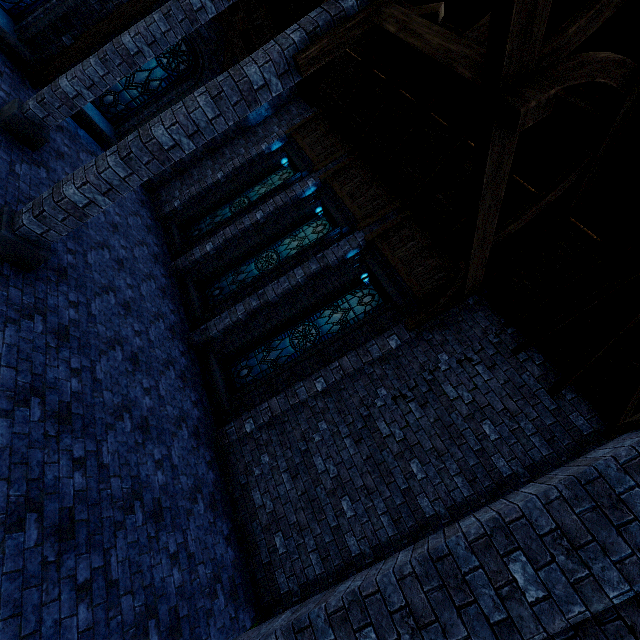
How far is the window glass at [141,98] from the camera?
10.23m

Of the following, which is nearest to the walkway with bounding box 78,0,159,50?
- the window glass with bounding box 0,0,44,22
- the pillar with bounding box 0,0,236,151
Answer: the window glass with bounding box 0,0,44,22

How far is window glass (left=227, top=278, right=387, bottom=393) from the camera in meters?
8.4 m

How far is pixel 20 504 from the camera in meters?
3.6

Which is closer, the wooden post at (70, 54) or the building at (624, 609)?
the building at (624, 609)

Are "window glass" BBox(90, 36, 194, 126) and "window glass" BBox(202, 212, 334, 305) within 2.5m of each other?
no

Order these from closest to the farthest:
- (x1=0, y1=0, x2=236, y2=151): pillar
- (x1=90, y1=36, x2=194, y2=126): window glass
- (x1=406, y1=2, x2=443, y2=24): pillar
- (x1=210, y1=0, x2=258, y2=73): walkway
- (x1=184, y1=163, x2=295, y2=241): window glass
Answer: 1. (x1=406, y1=2, x2=443, y2=24): pillar
2. (x1=0, y1=0, x2=236, y2=151): pillar
3. (x1=210, y1=0, x2=258, y2=73): walkway
4. (x1=90, y1=36, x2=194, y2=126): window glass
5. (x1=184, y1=163, x2=295, y2=241): window glass

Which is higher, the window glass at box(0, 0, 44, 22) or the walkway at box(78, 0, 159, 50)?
the walkway at box(78, 0, 159, 50)
